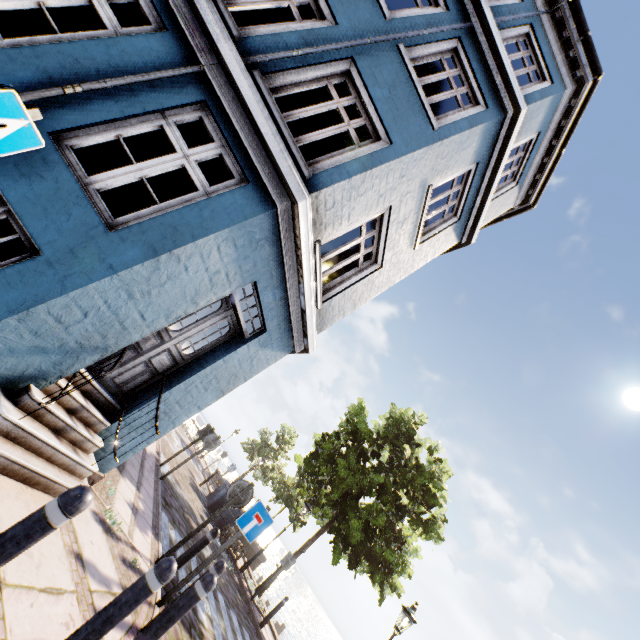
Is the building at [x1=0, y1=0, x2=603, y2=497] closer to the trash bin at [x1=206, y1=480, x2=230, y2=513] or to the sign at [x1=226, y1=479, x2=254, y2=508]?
the sign at [x1=226, y1=479, x2=254, y2=508]

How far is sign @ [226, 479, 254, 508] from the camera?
6.23m

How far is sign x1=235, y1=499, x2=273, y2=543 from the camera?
5.28m

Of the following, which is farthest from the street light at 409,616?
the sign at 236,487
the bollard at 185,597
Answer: the bollard at 185,597

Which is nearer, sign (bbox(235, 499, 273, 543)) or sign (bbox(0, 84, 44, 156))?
sign (bbox(0, 84, 44, 156))

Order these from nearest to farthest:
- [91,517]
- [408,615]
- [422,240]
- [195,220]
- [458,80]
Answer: [195,220]
[91,517]
[422,240]
[408,615]
[458,80]

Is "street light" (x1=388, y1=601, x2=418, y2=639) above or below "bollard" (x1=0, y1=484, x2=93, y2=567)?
above

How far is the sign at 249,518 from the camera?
5.3 meters
